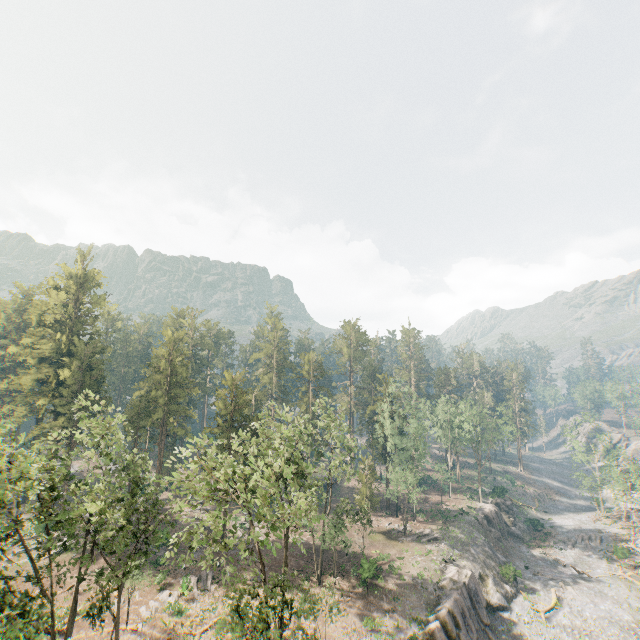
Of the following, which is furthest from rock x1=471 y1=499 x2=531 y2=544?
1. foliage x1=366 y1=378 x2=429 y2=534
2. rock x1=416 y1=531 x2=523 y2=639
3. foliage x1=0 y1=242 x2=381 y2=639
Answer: foliage x1=0 y1=242 x2=381 y2=639

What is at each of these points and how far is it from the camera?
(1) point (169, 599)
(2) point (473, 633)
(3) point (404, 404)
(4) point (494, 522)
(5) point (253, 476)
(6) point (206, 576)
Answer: (1) foliage, 31.9m
(2) rock, 31.2m
(3) foliage, 54.0m
(4) rock, 53.2m
(5) foliage, 19.2m
(6) foliage, 35.7m

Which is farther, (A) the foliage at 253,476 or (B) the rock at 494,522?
(B) the rock at 494,522

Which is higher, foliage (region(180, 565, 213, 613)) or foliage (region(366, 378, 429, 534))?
foliage (region(366, 378, 429, 534))

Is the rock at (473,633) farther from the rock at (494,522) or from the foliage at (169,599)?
the rock at (494,522)

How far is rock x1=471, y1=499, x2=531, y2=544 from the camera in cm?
5172

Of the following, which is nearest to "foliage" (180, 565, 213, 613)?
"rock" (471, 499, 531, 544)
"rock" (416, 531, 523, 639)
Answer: "rock" (416, 531, 523, 639)

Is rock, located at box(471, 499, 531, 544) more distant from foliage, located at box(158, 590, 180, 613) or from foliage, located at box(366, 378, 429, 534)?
foliage, located at box(158, 590, 180, 613)
